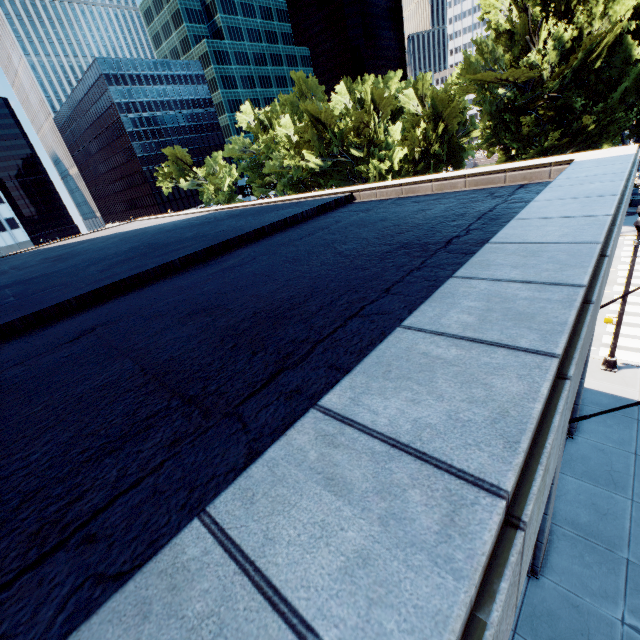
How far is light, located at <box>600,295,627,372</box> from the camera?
13.5m

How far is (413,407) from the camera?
1.92m

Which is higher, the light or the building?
the building

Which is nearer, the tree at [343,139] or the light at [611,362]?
the light at [611,362]

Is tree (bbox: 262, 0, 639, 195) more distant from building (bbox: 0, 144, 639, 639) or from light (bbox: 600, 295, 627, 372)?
building (bbox: 0, 144, 639, 639)

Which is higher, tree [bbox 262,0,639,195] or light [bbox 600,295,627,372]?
tree [bbox 262,0,639,195]

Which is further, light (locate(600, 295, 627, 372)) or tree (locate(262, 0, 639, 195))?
tree (locate(262, 0, 639, 195))

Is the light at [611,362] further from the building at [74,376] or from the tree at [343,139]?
the tree at [343,139]
